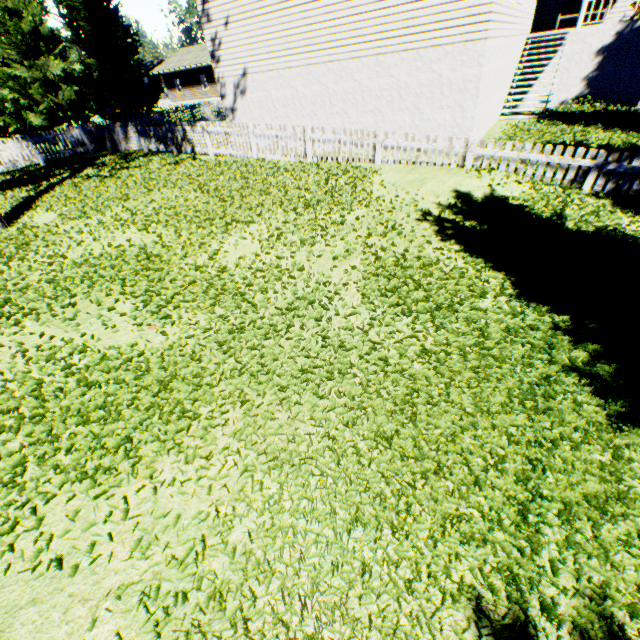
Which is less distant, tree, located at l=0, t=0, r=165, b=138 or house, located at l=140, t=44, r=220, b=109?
tree, located at l=0, t=0, r=165, b=138

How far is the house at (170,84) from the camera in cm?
3900

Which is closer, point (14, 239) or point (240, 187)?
point (14, 239)

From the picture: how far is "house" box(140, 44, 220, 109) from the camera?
39.00m

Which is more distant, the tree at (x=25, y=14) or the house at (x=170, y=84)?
the house at (x=170, y=84)
